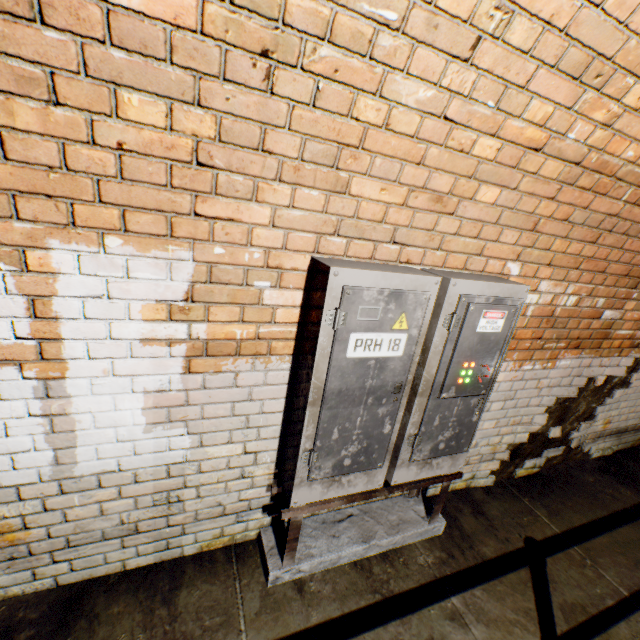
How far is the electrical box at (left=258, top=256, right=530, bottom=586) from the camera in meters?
1.5 m

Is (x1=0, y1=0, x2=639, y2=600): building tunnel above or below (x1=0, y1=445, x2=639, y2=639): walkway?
above

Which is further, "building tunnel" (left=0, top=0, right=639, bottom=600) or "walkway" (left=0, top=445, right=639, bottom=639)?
"walkway" (left=0, top=445, right=639, bottom=639)

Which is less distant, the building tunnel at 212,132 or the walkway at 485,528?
the building tunnel at 212,132

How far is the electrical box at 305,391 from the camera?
1.5m

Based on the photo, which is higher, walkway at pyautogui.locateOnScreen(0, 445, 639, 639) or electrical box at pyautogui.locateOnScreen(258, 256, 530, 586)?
electrical box at pyautogui.locateOnScreen(258, 256, 530, 586)

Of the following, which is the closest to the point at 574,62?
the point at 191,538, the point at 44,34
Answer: the point at 44,34
